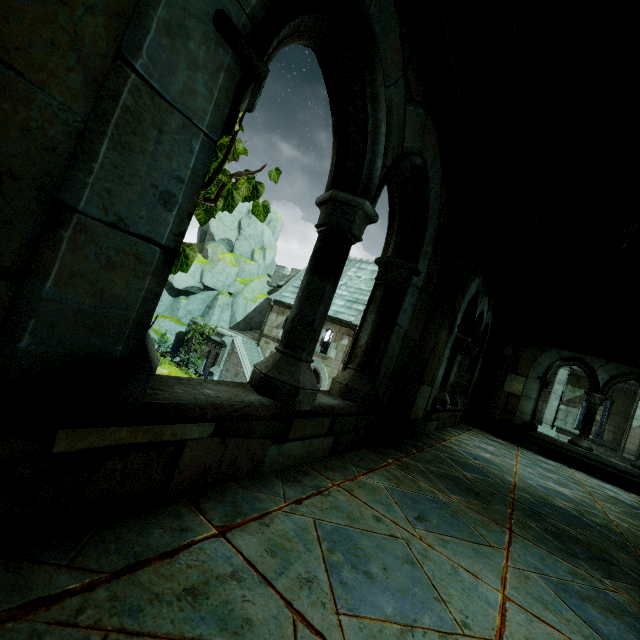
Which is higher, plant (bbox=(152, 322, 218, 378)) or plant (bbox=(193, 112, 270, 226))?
plant (bbox=(193, 112, 270, 226))

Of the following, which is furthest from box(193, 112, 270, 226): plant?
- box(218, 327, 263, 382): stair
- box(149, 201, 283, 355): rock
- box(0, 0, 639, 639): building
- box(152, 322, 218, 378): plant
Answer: box(149, 201, 283, 355): rock

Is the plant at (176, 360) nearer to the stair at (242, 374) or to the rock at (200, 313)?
the stair at (242, 374)

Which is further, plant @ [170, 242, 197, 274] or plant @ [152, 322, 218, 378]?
plant @ [152, 322, 218, 378]

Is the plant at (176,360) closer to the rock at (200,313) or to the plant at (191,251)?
the rock at (200,313)

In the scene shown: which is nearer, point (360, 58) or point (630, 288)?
point (360, 58)
